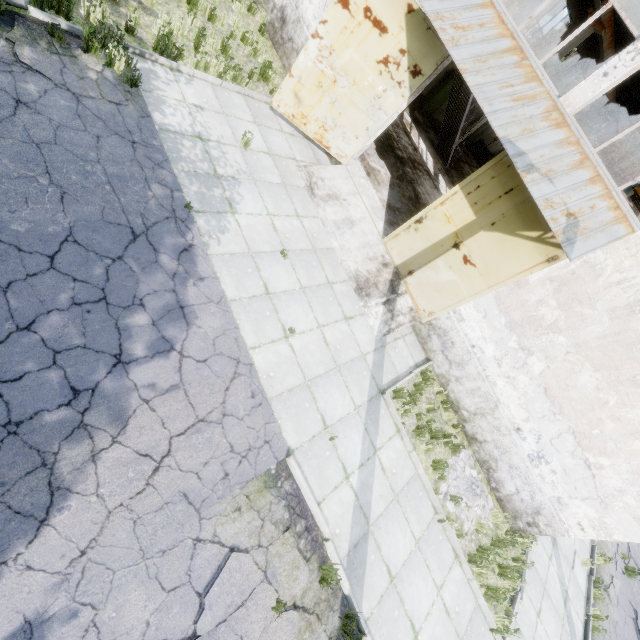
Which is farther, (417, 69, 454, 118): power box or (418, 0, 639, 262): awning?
(417, 69, 454, 118): power box

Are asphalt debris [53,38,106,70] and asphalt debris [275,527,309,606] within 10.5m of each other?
yes

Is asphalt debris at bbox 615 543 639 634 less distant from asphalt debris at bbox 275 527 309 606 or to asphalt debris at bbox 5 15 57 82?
asphalt debris at bbox 275 527 309 606

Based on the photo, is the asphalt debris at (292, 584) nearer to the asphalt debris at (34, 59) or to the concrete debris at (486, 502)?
the concrete debris at (486, 502)

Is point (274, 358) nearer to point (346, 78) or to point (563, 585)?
point (346, 78)

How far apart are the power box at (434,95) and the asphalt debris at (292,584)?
21.9 meters

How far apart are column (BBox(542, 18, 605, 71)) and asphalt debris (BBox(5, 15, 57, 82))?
18.5m

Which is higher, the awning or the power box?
the awning
